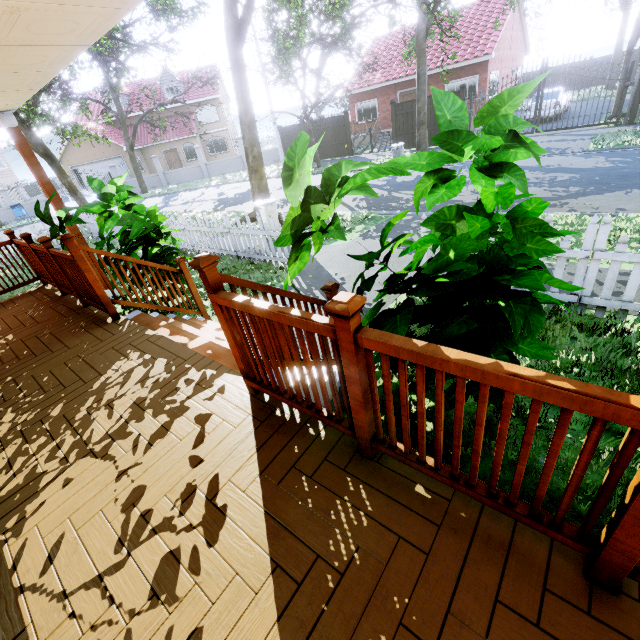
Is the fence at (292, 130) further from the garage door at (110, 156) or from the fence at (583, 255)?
the garage door at (110, 156)

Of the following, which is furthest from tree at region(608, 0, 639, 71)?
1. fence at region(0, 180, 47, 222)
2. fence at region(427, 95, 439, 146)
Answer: fence at region(0, 180, 47, 222)

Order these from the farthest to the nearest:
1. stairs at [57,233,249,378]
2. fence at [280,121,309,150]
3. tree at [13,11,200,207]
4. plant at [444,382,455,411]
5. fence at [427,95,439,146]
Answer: fence at [280,121,309,150], fence at [427,95,439,146], tree at [13,11,200,207], stairs at [57,233,249,378], plant at [444,382,455,411]

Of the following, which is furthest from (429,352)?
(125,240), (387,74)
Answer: (387,74)

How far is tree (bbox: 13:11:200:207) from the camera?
11.52m

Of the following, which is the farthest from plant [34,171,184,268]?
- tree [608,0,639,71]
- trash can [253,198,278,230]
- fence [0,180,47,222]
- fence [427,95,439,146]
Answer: tree [608,0,639,71]

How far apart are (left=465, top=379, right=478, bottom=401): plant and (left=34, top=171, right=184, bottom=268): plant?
4.91m

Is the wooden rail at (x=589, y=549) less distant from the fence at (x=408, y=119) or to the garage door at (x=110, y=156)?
the fence at (x=408, y=119)
